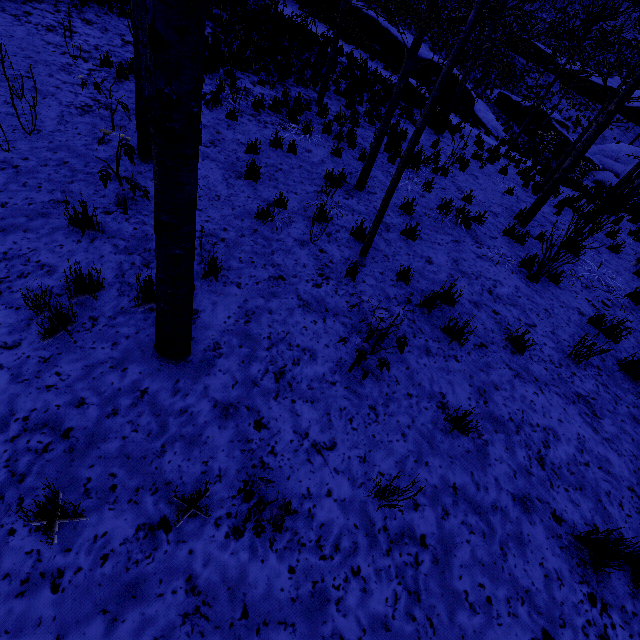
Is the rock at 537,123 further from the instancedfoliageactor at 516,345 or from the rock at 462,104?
the instancedfoliageactor at 516,345

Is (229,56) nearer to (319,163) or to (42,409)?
(319,163)

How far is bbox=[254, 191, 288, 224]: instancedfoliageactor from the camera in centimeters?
505cm

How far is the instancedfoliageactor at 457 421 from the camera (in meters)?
3.31

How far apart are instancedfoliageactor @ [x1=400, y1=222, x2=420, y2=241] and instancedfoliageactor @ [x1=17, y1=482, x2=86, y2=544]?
5.85m

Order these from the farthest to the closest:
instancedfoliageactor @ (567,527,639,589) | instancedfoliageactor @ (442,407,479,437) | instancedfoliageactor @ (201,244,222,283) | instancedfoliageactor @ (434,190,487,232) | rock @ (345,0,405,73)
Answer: rock @ (345,0,405,73) → instancedfoliageactor @ (434,190,487,232) → instancedfoliageactor @ (201,244,222,283) → instancedfoliageactor @ (442,407,479,437) → instancedfoliageactor @ (567,527,639,589)

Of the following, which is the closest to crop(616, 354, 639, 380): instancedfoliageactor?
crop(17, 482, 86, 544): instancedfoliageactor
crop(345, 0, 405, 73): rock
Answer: crop(17, 482, 86, 544): instancedfoliageactor

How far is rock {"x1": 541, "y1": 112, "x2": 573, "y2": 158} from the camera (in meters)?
23.72
